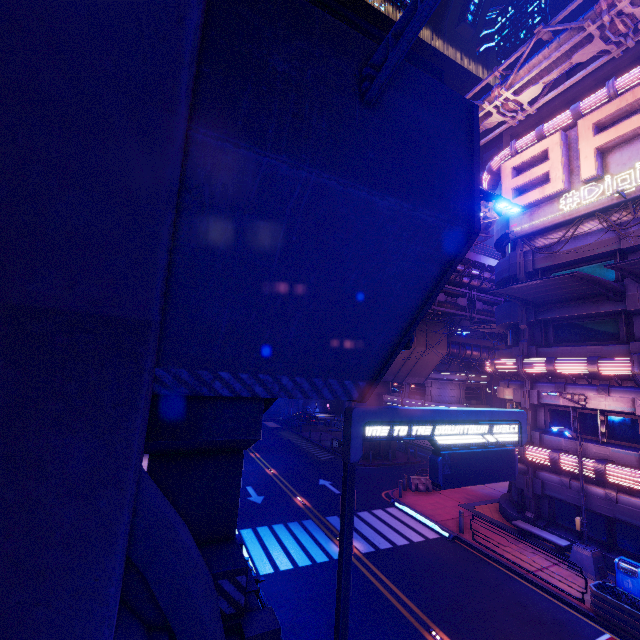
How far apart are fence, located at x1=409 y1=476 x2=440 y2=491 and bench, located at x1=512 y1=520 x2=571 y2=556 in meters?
6.3

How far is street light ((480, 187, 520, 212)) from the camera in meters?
8.2 m

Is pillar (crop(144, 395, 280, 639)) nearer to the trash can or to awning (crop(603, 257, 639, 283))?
awning (crop(603, 257, 639, 283))

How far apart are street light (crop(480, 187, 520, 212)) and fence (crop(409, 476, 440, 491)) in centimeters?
2004cm

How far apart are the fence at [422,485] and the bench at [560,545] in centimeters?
632cm

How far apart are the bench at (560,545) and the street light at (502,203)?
15.8m

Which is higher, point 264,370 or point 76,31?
point 76,31

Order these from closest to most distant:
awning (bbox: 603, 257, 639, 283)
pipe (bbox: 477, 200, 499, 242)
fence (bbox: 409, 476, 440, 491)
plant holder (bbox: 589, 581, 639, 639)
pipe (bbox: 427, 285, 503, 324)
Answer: plant holder (bbox: 589, 581, 639, 639)
awning (bbox: 603, 257, 639, 283)
fence (bbox: 409, 476, 440, 491)
pipe (bbox: 427, 285, 503, 324)
pipe (bbox: 477, 200, 499, 242)
